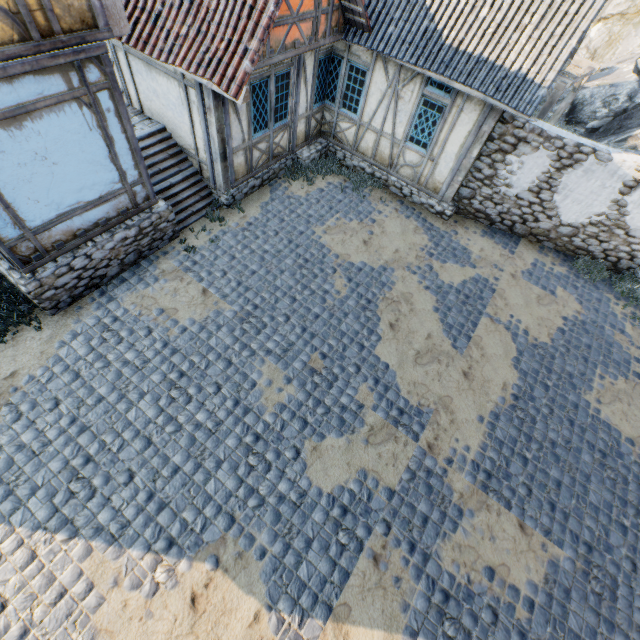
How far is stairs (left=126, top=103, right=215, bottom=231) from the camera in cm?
820

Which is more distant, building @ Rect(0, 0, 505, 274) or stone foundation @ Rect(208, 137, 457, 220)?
stone foundation @ Rect(208, 137, 457, 220)

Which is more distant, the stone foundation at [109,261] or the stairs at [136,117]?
the stairs at [136,117]

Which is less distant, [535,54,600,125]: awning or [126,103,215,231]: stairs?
[126,103,215,231]: stairs

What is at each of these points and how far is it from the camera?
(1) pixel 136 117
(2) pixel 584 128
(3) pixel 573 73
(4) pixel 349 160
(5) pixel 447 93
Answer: (1) stairs, 8.5m
(2) rock, 15.5m
(3) awning, 10.6m
(4) stone foundation, 11.0m
(5) building, 8.3m

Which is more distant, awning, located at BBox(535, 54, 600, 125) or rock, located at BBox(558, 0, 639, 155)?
rock, located at BBox(558, 0, 639, 155)

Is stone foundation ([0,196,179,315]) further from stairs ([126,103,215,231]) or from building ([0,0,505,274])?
building ([0,0,505,274])

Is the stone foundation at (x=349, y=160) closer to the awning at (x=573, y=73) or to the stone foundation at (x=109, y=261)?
the awning at (x=573, y=73)
